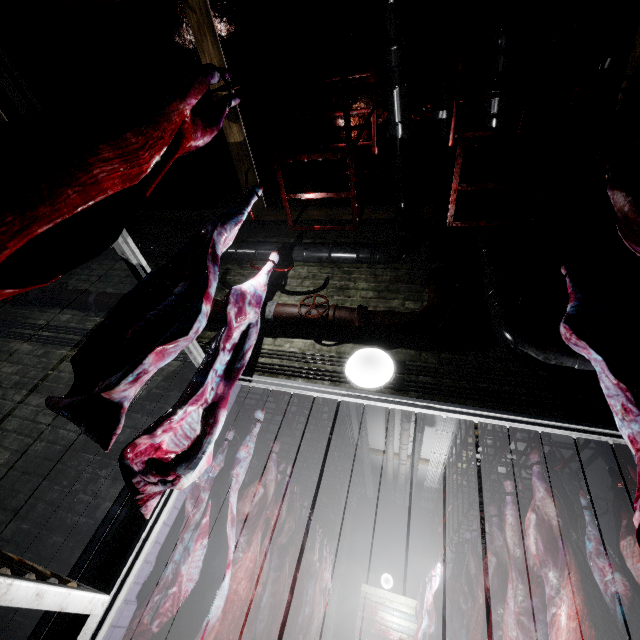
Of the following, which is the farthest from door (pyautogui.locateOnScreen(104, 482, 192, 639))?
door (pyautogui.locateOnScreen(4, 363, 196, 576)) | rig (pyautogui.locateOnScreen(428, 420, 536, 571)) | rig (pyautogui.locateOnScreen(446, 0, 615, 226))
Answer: rig (pyautogui.locateOnScreen(446, 0, 615, 226))

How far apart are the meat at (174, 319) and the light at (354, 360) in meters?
1.0 m

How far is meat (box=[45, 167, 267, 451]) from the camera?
1.0 meters

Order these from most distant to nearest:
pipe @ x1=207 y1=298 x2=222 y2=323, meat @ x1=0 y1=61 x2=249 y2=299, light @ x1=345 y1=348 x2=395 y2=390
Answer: pipe @ x1=207 y1=298 x2=222 y2=323 → light @ x1=345 y1=348 x2=395 y2=390 → meat @ x1=0 y1=61 x2=249 y2=299

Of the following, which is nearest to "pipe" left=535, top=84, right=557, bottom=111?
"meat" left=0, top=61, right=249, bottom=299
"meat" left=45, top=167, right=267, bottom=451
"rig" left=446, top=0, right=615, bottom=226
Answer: "rig" left=446, top=0, right=615, bottom=226

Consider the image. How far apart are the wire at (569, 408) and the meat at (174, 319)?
1.16m

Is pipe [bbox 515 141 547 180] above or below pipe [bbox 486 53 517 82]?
below

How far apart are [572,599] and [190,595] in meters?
2.2 m
